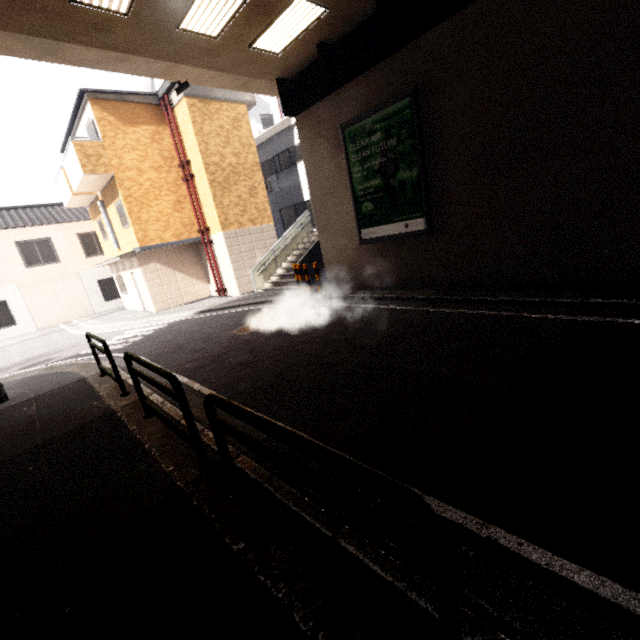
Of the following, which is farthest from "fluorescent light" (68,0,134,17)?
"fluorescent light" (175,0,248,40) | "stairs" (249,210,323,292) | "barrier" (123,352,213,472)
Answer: "stairs" (249,210,323,292)

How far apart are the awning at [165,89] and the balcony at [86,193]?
3.11m

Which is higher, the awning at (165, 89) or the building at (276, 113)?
the building at (276, 113)

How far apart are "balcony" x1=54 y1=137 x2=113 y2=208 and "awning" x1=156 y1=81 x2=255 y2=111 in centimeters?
311cm

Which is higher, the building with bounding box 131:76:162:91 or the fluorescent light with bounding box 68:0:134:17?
the building with bounding box 131:76:162:91

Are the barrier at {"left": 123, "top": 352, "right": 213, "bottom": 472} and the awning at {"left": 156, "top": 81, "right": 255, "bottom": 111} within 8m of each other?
no

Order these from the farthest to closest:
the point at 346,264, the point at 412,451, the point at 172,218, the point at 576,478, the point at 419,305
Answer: the point at 172,218 < the point at 346,264 < the point at 419,305 < the point at 412,451 < the point at 576,478

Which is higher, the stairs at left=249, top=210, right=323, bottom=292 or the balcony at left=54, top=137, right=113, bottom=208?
the balcony at left=54, top=137, right=113, bottom=208
